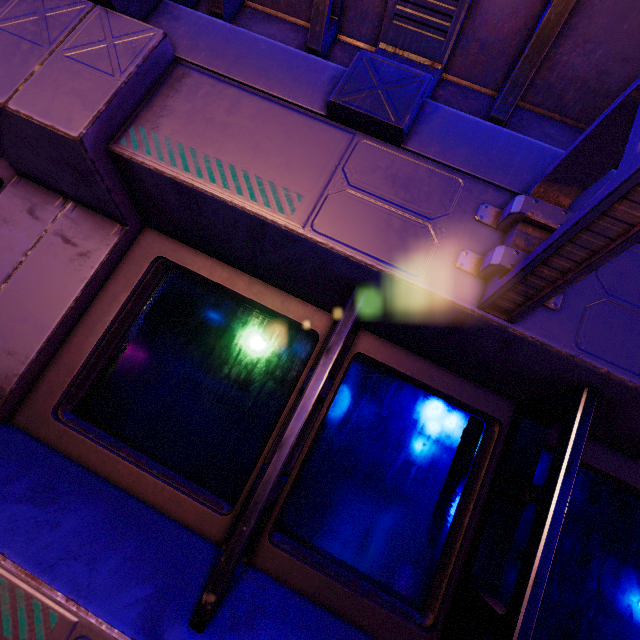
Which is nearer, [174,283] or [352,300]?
[352,300]
